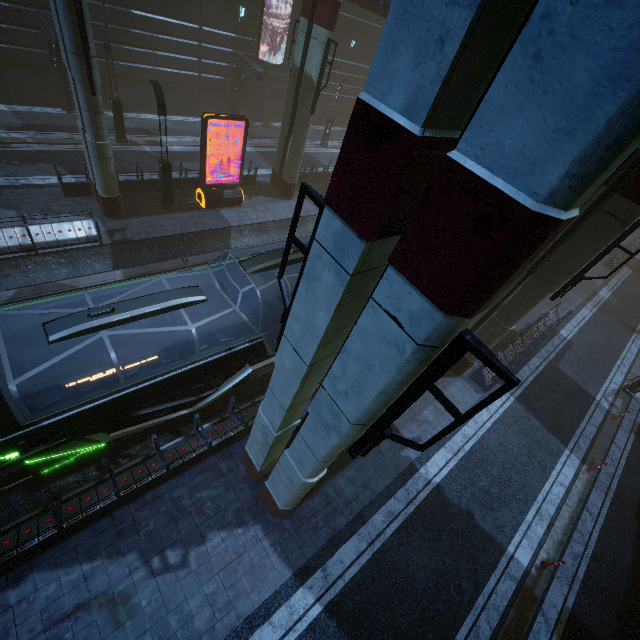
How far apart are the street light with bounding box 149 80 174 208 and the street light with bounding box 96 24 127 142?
6.67m

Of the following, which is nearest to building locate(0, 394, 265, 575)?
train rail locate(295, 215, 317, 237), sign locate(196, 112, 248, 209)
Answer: train rail locate(295, 215, 317, 237)

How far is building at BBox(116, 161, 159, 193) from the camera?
17.0m

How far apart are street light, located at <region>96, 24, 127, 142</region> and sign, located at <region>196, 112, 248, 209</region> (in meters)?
7.47

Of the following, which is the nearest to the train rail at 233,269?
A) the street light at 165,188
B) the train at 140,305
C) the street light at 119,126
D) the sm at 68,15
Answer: the train at 140,305

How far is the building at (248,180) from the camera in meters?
21.2

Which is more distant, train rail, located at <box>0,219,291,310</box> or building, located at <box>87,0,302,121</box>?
building, located at <box>87,0,302,121</box>

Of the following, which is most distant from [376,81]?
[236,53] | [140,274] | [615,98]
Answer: [236,53]
